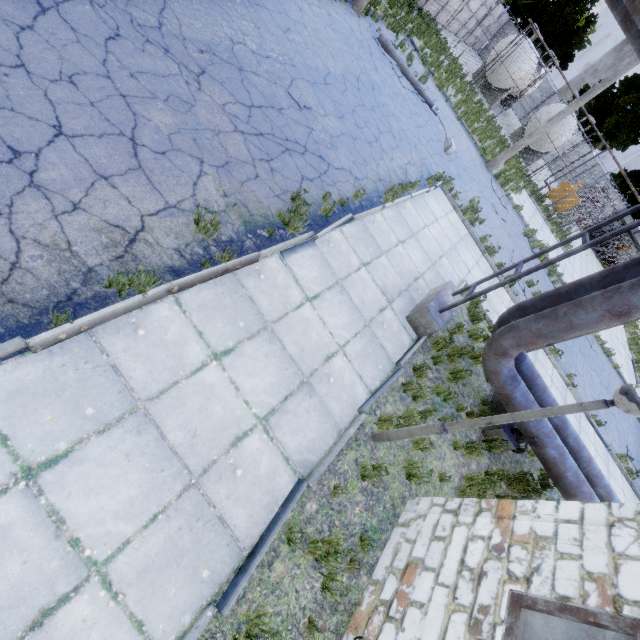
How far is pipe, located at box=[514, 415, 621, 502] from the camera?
6.6m

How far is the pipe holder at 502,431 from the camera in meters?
6.7

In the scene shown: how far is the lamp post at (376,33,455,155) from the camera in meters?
13.7 m

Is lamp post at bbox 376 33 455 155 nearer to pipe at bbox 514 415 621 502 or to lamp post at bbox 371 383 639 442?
pipe at bbox 514 415 621 502

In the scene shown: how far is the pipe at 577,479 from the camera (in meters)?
6.56

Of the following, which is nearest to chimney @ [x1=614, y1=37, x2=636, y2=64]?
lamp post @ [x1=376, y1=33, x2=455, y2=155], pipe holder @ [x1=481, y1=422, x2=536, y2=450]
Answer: lamp post @ [x1=376, y1=33, x2=455, y2=155]

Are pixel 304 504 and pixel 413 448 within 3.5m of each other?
yes

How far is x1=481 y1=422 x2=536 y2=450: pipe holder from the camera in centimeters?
673cm
